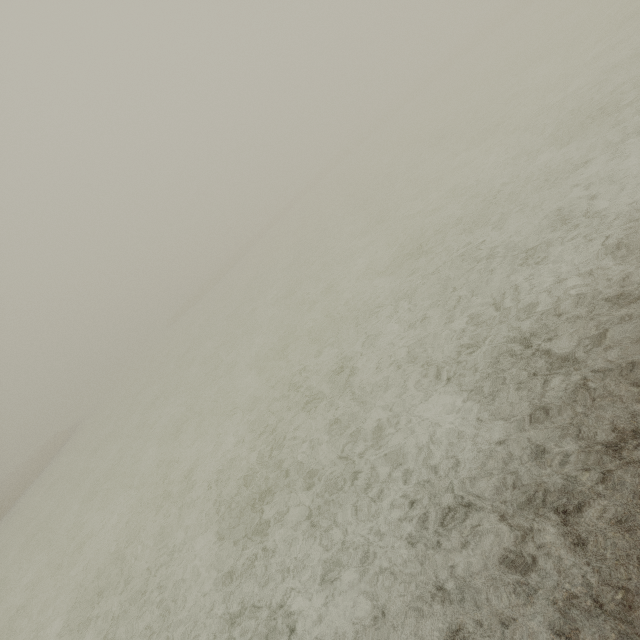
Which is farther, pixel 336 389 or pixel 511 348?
pixel 336 389
